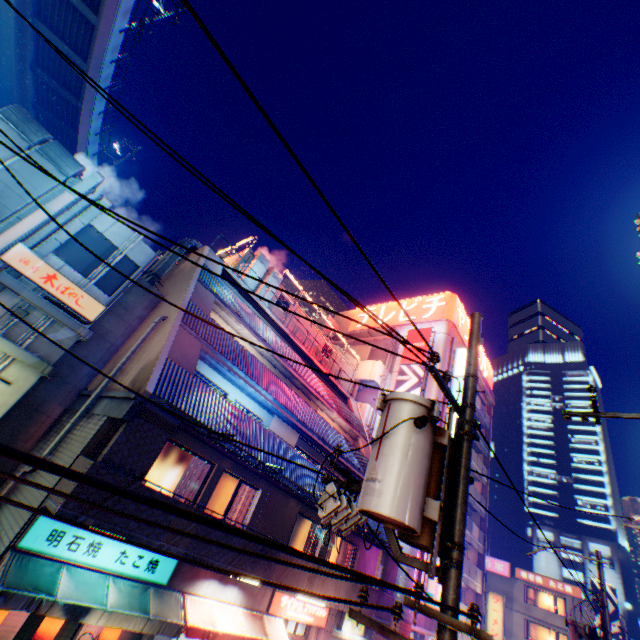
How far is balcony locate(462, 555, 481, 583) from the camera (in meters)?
27.30

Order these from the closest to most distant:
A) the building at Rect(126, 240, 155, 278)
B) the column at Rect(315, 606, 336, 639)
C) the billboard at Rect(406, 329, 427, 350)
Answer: the building at Rect(126, 240, 155, 278) < the column at Rect(315, 606, 336, 639) < the billboard at Rect(406, 329, 427, 350)

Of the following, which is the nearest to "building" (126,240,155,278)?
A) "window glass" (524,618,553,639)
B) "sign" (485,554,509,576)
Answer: "sign" (485,554,509,576)

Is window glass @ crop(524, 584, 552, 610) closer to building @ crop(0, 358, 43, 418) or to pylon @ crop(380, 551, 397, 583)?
pylon @ crop(380, 551, 397, 583)

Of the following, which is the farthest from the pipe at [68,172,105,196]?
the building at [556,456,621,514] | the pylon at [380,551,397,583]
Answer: the building at [556,456,621,514]

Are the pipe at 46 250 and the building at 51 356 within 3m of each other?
yes

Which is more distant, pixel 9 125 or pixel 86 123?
pixel 86 123

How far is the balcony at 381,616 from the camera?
15.4 meters
